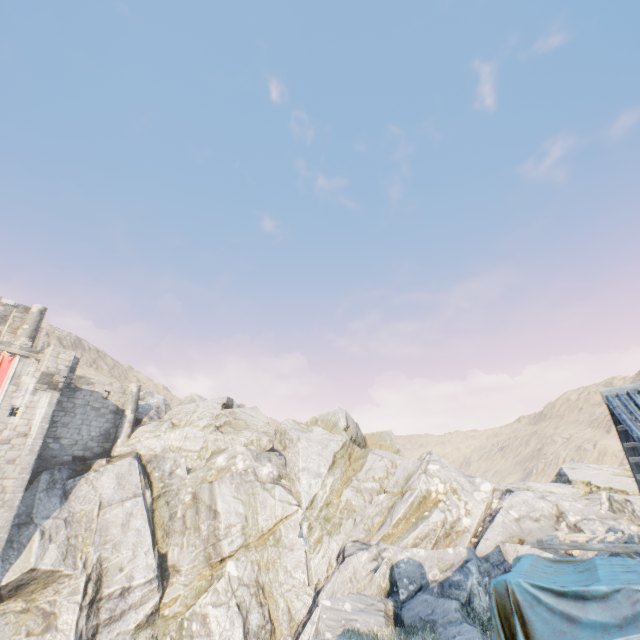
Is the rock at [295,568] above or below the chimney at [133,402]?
below

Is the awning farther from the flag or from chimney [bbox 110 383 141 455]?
chimney [bbox 110 383 141 455]

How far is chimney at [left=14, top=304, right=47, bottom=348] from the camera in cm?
2525

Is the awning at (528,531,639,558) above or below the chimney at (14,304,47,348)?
below

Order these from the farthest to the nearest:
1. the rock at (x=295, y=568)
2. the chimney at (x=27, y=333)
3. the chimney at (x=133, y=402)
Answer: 1. the chimney at (x=133, y=402)
2. the chimney at (x=27, y=333)
3. the rock at (x=295, y=568)

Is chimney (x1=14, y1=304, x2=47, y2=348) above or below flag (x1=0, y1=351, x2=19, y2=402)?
above

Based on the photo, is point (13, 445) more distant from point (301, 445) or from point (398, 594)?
point (398, 594)

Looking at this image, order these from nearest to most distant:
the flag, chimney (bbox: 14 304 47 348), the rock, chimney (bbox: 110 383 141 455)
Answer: the rock
the flag
chimney (bbox: 14 304 47 348)
chimney (bbox: 110 383 141 455)
